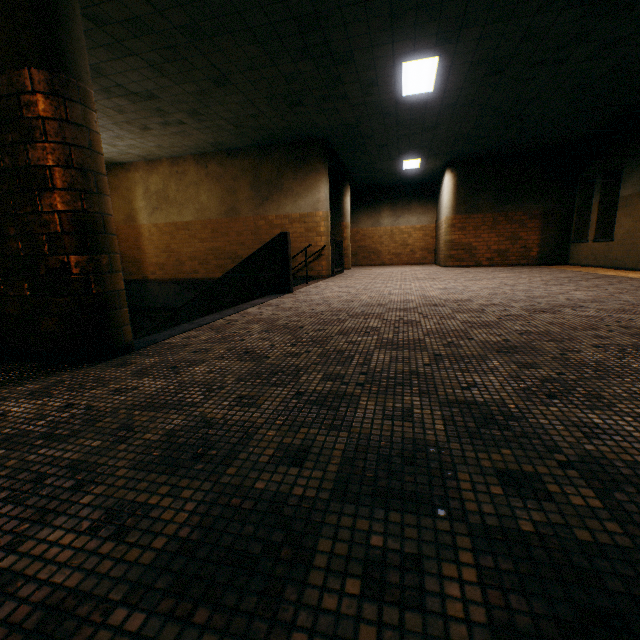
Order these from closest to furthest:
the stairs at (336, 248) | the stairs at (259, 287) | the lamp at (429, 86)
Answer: the stairs at (259, 287), the lamp at (429, 86), the stairs at (336, 248)

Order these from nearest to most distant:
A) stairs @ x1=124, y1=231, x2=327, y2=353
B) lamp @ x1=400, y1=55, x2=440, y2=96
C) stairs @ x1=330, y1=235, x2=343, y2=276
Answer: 1. stairs @ x1=124, y1=231, x2=327, y2=353
2. lamp @ x1=400, y1=55, x2=440, y2=96
3. stairs @ x1=330, y1=235, x2=343, y2=276

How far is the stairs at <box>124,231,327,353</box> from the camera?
4.3m

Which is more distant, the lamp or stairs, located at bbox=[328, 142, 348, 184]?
stairs, located at bbox=[328, 142, 348, 184]

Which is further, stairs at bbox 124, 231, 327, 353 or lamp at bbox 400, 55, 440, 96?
lamp at bbox 400, 55, 440, 96

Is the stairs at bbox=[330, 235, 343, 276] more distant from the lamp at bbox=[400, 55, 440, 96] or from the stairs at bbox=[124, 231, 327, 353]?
the lamp at bbox=[400, 55, 440, 96]

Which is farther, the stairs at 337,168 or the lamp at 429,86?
the stairs at 337,168

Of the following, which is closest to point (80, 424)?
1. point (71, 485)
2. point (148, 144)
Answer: point (71, 485)
